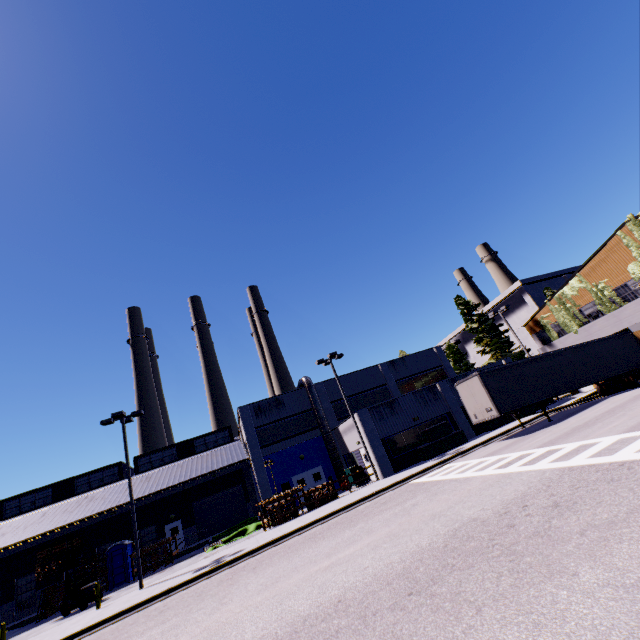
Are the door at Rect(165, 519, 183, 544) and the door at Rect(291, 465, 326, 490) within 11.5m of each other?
no

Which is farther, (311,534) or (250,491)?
(250,491)

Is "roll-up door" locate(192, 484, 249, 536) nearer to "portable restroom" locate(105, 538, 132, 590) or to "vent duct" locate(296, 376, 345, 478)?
"portable restroom" locate(105, 538, 132, 590)

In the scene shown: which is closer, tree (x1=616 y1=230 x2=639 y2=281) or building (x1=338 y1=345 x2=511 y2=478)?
tree (x1=616 y1=230 x2=639 y2=281)

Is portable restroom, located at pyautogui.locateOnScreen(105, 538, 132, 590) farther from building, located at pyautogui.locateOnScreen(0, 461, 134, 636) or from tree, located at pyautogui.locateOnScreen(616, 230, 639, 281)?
tree, located at pyautogui.locateOnScreen(616, 230, 639, 281)

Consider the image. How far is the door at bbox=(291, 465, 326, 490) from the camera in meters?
29.2 m

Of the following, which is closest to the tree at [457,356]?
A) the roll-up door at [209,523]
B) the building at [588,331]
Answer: the building at [588,331]

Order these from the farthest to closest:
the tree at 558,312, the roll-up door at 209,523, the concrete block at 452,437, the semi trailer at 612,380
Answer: the roll-up door at 209,523 < the tree at 558,312 < the concrete block at 452,437 < the semi trailer at 612,380
